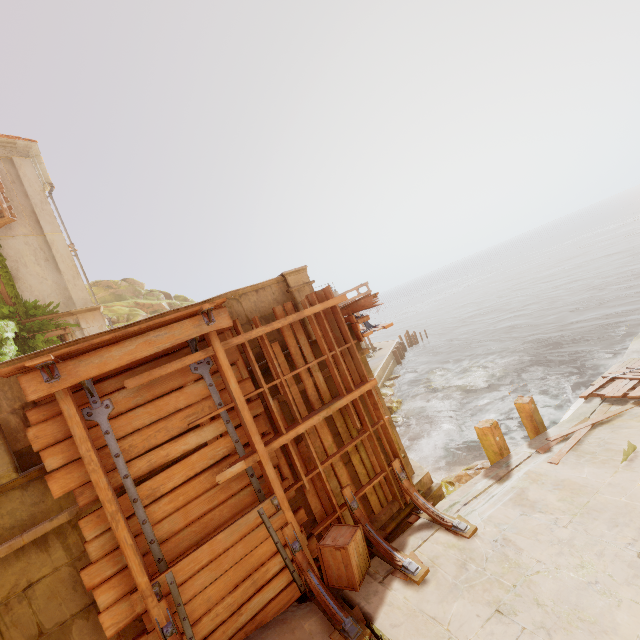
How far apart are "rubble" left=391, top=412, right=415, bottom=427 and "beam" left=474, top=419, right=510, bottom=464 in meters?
8.0

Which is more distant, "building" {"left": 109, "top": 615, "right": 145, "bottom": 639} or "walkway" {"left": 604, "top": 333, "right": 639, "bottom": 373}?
"walkway" {"left": 604, "top": 333, "right": 639, "bottom": 373}

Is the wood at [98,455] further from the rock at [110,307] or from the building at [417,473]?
the rock at [110,307]

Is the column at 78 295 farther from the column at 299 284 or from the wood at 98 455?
the column at 299 284

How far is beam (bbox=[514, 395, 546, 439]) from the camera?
8.7m

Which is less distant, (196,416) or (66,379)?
(66,379)

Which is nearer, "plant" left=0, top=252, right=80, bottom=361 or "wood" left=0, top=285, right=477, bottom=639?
→ "wood" left=0, top=285, right=477, bottom=639

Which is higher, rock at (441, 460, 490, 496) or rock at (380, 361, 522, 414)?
rock at (441, 460, 490, 496)
